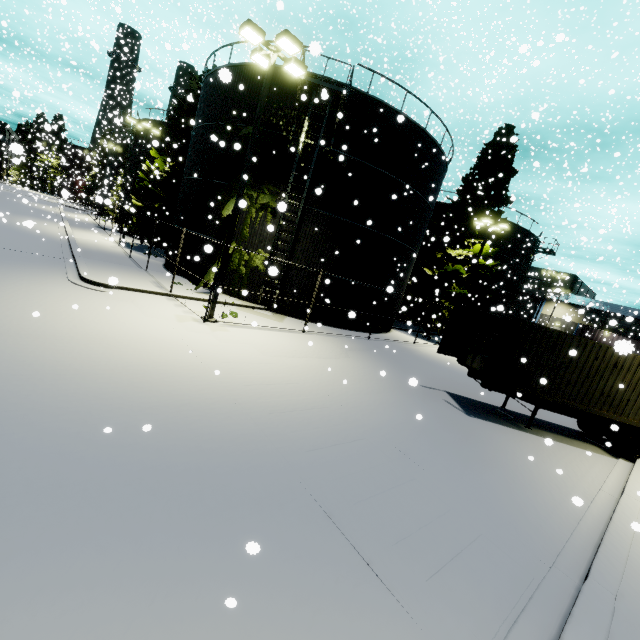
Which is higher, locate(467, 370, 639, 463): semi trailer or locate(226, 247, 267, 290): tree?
locate(226, 247, 267, 290): tree

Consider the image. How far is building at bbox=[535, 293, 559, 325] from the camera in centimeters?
4096cm

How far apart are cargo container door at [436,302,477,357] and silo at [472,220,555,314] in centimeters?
2042cm

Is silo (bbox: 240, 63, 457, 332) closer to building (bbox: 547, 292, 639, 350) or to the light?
building (bbox: 547, 292, 639, 350)

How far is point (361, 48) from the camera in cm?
2736

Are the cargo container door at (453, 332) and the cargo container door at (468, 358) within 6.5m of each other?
yes

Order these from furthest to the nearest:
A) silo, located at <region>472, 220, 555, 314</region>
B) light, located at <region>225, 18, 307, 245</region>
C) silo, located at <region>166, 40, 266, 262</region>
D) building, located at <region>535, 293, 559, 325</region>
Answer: building, located at <region>535, 293, 559, 325</region>, silo, located at <region>472, 220, 555, 314</region>, silo, located at <region>166, 40, 266, 262</region>, light, located at <region>225, 18, 307, 245</region>

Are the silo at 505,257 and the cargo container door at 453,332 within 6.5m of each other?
no
